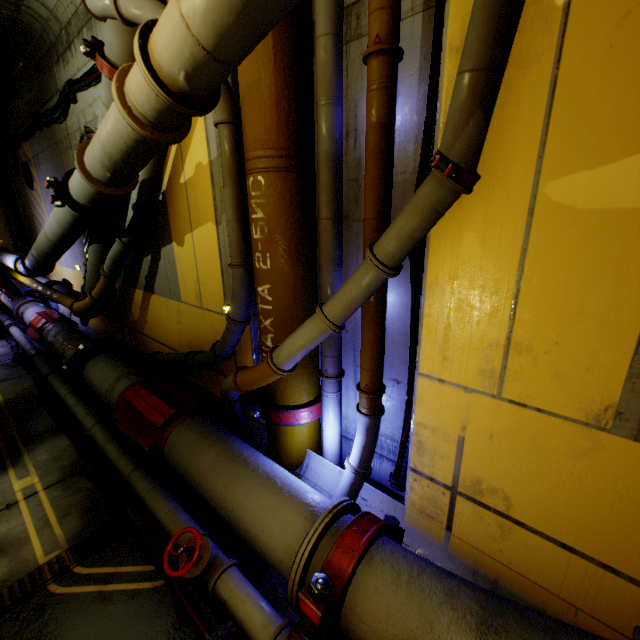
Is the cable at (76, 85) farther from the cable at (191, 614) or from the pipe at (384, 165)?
the cable at (191, 614)

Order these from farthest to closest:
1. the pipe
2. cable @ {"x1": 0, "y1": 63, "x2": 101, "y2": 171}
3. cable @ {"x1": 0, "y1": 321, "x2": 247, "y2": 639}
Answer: cable @ {"x1": 0, "y1": 63, "x2": 101, "y2": 171} → cable @ {"x1": 0, "y1": 321, "x2": 247, "y2": 639} → the pipe

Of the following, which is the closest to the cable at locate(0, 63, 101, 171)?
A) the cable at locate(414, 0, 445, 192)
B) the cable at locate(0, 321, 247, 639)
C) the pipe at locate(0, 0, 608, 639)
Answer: the pipe at locate(0, 0, 608, 639)

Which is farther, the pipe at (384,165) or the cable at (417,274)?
the cable at (417,274)

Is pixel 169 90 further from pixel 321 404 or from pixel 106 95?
pixel 321 404

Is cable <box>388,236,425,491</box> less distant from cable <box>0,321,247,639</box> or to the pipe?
the pipe

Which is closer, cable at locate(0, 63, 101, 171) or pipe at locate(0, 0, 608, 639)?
pipe at locate(0, 0, 608, 639)
